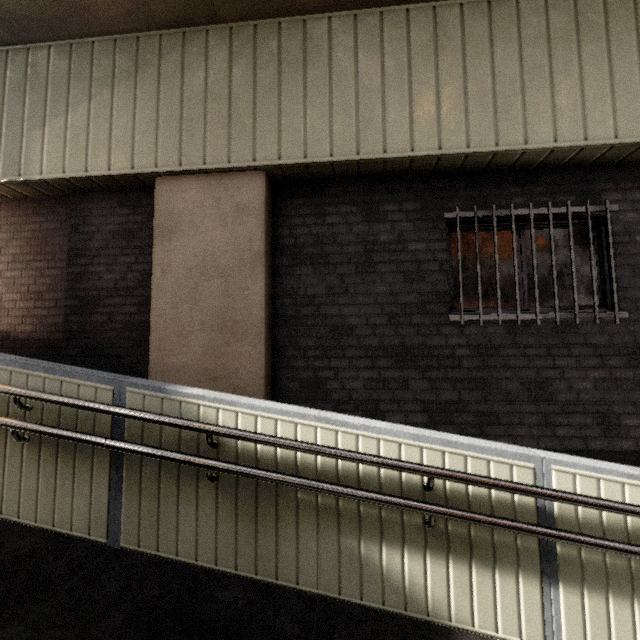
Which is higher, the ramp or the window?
the window

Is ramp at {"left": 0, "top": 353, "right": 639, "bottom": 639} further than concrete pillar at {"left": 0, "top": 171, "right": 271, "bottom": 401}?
No

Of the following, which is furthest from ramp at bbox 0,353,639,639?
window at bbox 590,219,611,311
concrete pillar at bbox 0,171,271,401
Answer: window at bbox 590,219,611,311

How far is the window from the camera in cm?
365

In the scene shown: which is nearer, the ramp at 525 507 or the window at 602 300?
the ramp at 525 507

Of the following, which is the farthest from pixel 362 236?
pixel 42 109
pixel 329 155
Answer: pixel 42 109

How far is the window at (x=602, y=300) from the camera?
3.7m

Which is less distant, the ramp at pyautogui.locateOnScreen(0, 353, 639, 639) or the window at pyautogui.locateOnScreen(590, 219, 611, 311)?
the ramp at pyautogui.locateOnScreen(0, 353, 639, 639)
